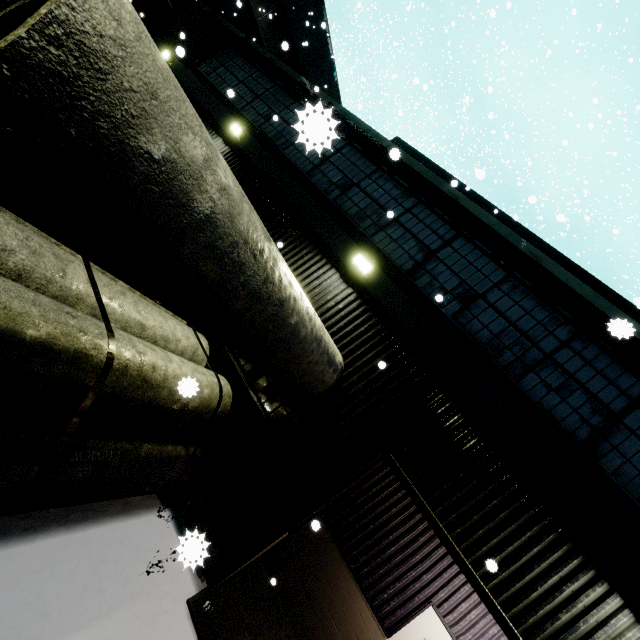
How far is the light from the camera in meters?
6.3 m

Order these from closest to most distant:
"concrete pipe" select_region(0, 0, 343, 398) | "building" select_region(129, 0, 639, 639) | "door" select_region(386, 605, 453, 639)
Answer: "concrete pipe" select_region(0, 0, 343, 398) → "building" select_region(129, 0, 639, 639) → "door" select_region(386, 605, 453, 639)

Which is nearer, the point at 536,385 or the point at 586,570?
the point at 586,570

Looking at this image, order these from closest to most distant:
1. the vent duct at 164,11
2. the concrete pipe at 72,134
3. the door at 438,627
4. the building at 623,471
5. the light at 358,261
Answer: the concrete pipe at 72,134 < the building at 623,471 < the door at 438,627 < the light at 358,261 < the vent duct at 164,11

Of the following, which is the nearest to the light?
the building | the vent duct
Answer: the building

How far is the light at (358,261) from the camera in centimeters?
628cm

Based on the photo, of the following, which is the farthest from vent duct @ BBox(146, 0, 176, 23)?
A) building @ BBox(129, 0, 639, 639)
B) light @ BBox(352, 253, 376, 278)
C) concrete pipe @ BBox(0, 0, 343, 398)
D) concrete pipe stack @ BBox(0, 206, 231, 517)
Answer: light @ BBox(352, 253, 376, 278)

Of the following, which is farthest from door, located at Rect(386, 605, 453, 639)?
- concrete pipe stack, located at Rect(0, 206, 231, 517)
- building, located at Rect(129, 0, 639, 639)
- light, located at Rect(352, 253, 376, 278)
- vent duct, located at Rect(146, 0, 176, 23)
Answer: vent duct, located at Rect(146, 0, 176, 23)
